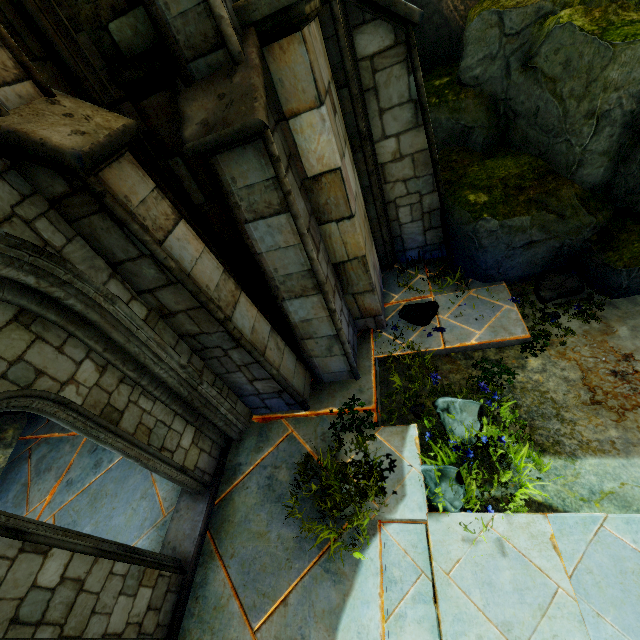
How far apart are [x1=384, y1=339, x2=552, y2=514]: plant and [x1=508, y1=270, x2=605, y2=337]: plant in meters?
1.5

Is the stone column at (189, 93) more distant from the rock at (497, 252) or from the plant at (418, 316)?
the rock at (497, 252)

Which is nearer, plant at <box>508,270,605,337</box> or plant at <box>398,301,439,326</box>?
plant at <box>508,270,605,337</box>

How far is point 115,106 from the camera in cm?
326

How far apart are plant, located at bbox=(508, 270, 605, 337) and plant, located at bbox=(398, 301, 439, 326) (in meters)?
1.38

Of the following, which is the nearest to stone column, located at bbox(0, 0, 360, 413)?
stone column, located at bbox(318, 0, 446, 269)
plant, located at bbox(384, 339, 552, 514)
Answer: plant, located at bbox(384, 339, 552, 514)

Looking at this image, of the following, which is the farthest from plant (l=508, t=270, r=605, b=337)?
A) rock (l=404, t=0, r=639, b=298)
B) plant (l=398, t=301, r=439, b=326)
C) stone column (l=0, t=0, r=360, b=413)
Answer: stone column (l=0, t=0, r=360, b=413)

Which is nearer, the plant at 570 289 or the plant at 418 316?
the plant at 570 289
